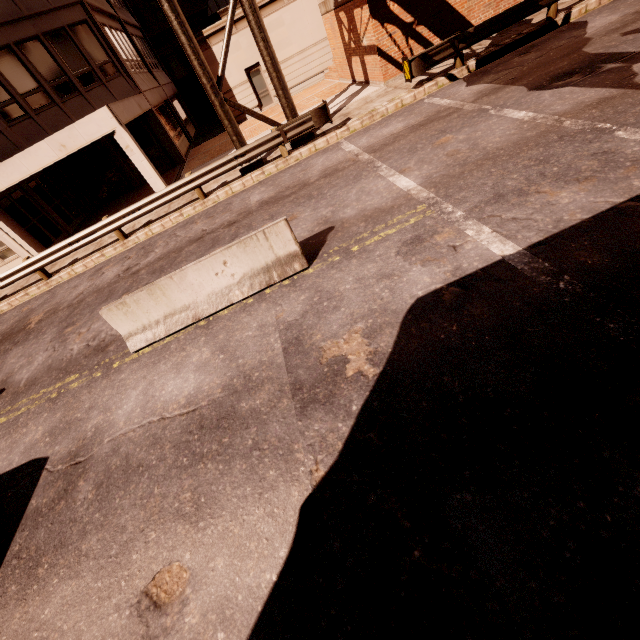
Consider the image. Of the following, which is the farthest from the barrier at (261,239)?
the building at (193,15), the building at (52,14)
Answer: the building at (193,15)

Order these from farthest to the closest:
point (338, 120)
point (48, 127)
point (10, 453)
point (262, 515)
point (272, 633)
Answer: point (48, 127), point (338, 120), point (10, 453), point (262, 515), point (272, 633)

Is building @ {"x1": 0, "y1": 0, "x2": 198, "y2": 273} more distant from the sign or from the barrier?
the barrier

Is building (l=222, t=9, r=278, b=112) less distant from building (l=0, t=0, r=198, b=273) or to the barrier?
building (l=0, t=0, r=198, b=273)

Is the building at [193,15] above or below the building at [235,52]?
above

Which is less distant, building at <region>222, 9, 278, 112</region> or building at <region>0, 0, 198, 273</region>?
building at <region>0, 0, 198, 273</region>

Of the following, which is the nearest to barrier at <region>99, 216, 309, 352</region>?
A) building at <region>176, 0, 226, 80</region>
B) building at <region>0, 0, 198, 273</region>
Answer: building at <region>0, 0, 198, 273</region>

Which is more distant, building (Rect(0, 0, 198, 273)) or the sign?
building (Rect(0, 0, 198, 273))
